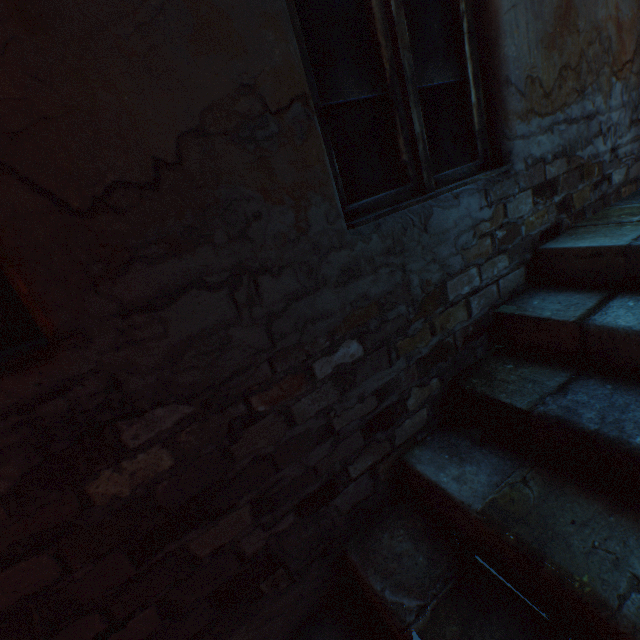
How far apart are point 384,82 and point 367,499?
1.8m

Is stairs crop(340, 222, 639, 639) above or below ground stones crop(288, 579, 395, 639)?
above

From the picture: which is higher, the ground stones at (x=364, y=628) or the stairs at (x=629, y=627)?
the stairs at (x=629, y=627)

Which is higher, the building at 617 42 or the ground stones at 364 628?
the building at 617 42

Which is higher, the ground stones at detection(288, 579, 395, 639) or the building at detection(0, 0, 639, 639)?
the building at detection(0, 0, 639, 639)
